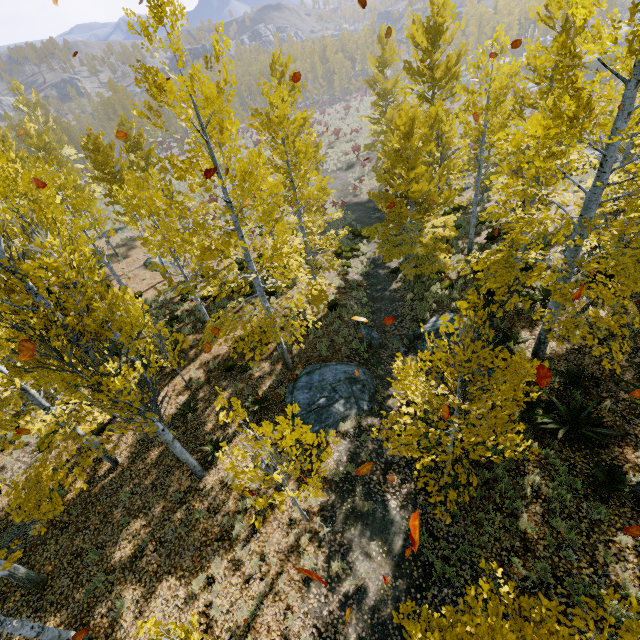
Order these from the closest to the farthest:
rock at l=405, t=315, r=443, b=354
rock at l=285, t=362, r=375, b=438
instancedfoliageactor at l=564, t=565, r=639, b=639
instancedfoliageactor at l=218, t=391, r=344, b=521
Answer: instancedfoliageactor at l=564, t=565, r=639, b=639
instancedfoliageactor at l=218, t=391, r=344, b=521
rock at l=285, t=362, r=375, b=438
rock at l=405, t=315, r=443, b=354

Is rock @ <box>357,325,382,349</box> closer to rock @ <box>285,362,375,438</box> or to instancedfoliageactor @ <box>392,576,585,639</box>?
instancedfoliageactor @ <box>392,576,585,639</box>

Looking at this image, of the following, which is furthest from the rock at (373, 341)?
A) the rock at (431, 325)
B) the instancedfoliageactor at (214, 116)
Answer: the rock at (431, 325)

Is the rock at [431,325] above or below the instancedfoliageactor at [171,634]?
below

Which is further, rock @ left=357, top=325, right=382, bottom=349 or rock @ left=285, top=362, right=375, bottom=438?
rock @ left=357, top=325, right=382, bottom=349

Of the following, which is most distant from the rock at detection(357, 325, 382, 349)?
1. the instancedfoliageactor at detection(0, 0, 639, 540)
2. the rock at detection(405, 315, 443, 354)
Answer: the rock at detection(405, 315, 443, 354)

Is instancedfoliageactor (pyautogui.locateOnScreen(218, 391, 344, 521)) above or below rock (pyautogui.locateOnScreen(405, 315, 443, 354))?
above

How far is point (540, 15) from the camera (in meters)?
13.17
